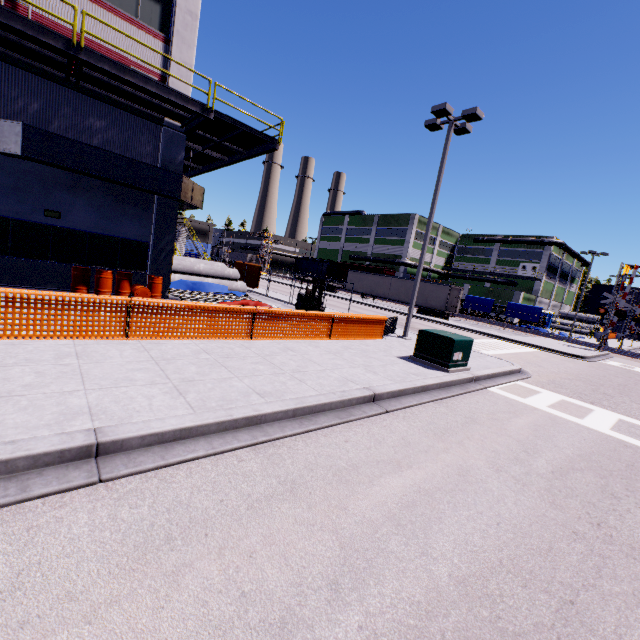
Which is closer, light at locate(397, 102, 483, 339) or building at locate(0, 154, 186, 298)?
building at locate(0, 154, 186, 298)

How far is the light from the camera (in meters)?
13.27

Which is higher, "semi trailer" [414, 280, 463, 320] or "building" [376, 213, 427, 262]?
"building" [376, 213, 427, 262]

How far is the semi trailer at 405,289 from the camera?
36.4m

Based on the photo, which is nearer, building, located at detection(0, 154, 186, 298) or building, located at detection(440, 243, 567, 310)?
building, located at detection(0, 154, 186, 298)

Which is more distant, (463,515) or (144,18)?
(144,18)

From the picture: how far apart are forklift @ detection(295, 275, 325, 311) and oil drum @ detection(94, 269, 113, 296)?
8.71m

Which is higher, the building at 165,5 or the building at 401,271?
the building at 165,5
